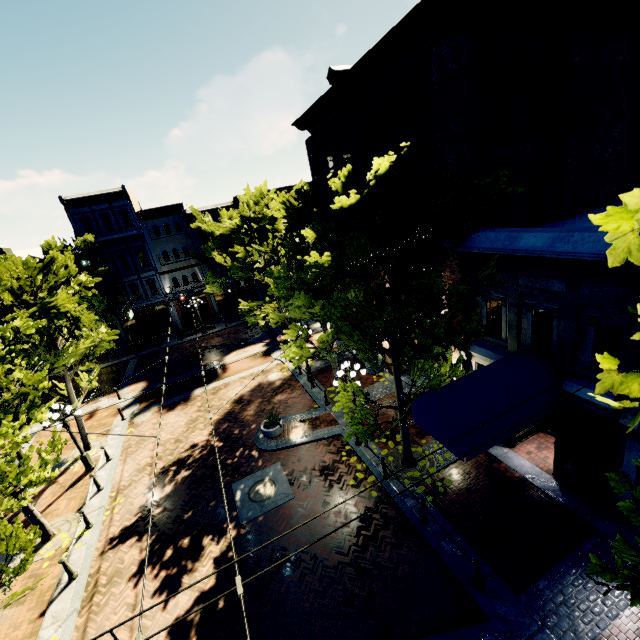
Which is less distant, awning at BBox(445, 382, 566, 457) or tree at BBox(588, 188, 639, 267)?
tree at BBox(588, 188, 639, 267)

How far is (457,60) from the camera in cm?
877

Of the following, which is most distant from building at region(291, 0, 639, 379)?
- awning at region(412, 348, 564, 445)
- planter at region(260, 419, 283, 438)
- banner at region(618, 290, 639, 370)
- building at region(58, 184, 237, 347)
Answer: banner at region(618, 290, 639, 370)

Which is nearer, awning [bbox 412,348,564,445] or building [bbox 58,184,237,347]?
awning [bbox 412,348,564,445]

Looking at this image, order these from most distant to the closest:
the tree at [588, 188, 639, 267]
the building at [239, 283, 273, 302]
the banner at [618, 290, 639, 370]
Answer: the building at [239, 283, 273, 302] < the banner at [618, 290, 639, 370] < the tree at [588, 188, 639, 267]

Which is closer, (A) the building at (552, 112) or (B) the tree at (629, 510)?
(B) the tree at (629, 510)

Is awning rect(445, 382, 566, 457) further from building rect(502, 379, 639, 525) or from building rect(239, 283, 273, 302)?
building rect(239, 283, 273, 302)

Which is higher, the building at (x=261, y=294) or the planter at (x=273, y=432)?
the building at (x=261, y=294)
